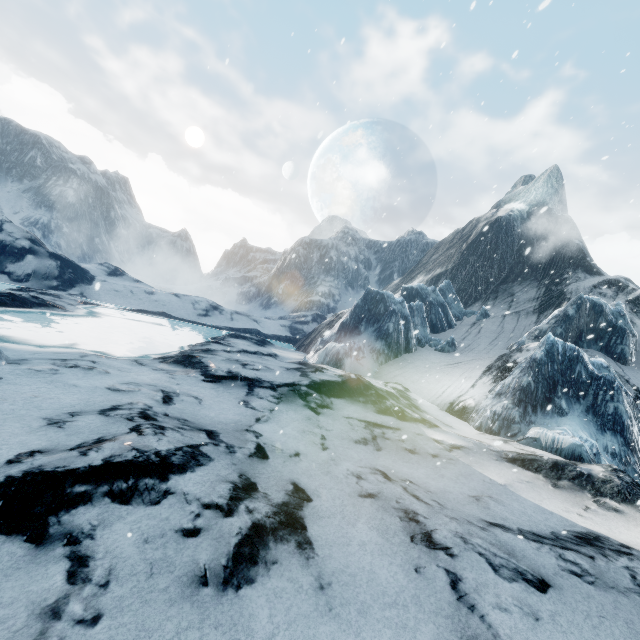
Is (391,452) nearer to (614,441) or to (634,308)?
(614,441)
